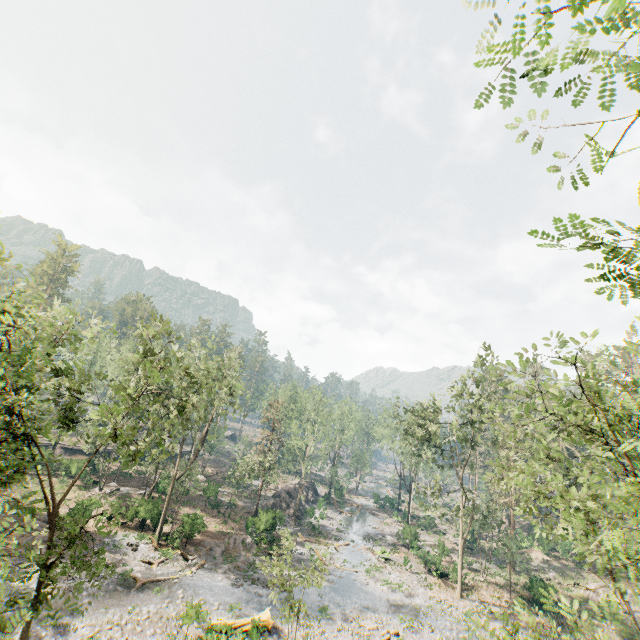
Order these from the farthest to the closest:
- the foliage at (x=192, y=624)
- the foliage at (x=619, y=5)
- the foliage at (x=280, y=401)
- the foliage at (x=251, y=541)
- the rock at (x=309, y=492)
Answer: the rock at (x=309, y=492) < the foliage at (x=280, y=401) < the foliage at (x=251, y=541) < the foliage at (x=192, y=624) < the foliage at (x=619, y=5)

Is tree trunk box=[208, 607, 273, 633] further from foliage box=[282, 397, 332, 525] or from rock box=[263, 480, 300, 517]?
rock box=[263, 480, 300, 517]

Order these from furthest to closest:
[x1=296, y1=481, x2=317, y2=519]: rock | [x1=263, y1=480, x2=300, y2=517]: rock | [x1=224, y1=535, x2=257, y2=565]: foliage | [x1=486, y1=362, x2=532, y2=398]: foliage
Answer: [x1=296, y1=481, x2=317, y2=519]: rock < [x1=263, y1=480, x2=300, y2=517]: rock < [x1=224, y1=535, x2=257, y2=565]: foliage < [x1=486, y1=362, x2=532, y2=398]: foliage

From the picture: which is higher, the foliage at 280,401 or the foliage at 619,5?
the foliage at 619,5

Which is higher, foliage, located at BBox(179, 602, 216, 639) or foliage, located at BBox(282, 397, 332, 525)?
foliage, located at BBox(282, 397, 332, 525)

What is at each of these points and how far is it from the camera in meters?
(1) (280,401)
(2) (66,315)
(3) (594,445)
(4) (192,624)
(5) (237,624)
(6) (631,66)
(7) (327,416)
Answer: (1) foliage, 45.6 m
(2) foliage, 18.8 m
(3) foliage, 48.8 m
(4) foliage, 20.7 m
(5) tree trunk, 21.0 m
(6) foliage, 2.6 m
(7) foliage, 47.9 m

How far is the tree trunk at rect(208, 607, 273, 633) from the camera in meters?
17.8 m
